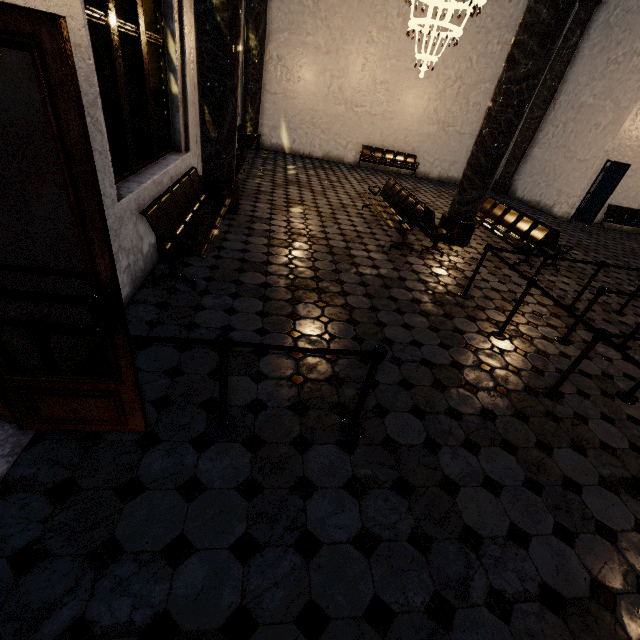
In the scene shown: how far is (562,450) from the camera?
2.82m
